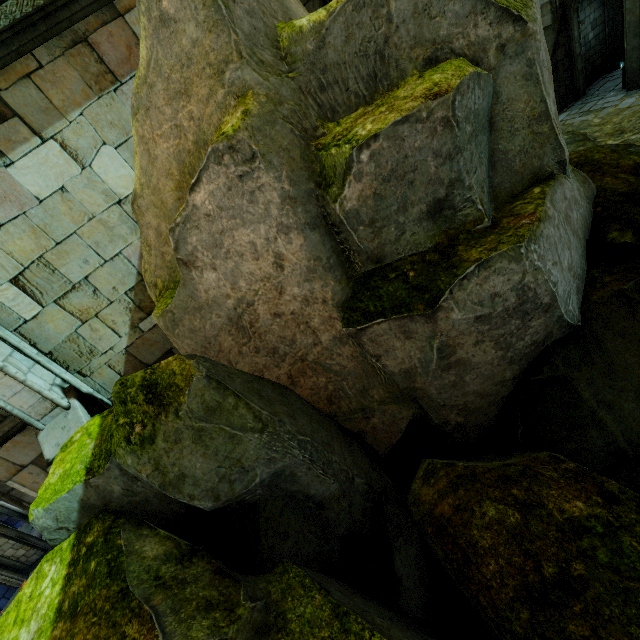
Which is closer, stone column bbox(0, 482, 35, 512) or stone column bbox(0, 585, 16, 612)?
stone column bbox(0, 482, 35, 512)

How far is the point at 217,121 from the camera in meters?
3.4

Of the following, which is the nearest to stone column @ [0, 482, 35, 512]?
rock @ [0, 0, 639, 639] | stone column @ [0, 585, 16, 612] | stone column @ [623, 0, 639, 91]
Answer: rock @ [0, 0, 639, 639]

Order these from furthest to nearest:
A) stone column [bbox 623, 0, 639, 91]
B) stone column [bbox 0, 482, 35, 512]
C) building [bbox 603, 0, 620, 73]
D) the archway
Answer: building [bbox 603, 0, 620, 73] < the archway < stone column [bbox 623, 0, 639, 91] < stone column [bbox 0, 482, 35, 512]

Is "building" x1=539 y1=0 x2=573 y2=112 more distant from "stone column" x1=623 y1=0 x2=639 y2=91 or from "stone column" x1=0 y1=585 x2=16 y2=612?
"stone column" x1=0 y1=585 x2=16 y2=612

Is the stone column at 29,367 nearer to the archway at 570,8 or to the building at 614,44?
the building at 614,44

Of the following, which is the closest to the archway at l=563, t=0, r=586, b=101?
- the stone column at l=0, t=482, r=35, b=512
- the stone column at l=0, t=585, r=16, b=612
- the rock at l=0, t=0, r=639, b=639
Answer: the rock at l=0, t=0, r=639, b=639

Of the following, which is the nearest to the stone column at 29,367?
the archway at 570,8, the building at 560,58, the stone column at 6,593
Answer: the stone column at 6,593
